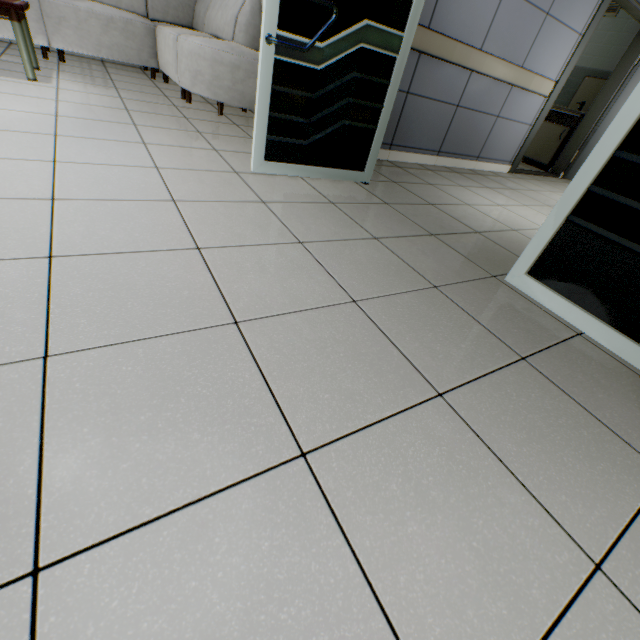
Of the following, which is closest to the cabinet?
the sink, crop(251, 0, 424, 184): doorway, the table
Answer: the sink

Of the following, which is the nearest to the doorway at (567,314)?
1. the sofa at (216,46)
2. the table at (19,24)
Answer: the sofa at (216,46)

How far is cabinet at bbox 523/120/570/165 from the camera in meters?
5.7 m

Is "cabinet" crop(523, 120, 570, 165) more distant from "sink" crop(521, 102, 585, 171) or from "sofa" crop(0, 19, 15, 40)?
"sofa" crop(0, 19, 15, 40)

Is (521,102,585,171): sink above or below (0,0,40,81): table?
above

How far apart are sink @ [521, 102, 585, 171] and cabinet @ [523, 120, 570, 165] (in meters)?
0.03

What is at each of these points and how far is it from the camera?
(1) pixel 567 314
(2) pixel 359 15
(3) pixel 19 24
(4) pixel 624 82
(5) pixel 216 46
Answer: (1) doorway, 1.59m
(2) doorway, 1.95m
(3) table, 2.70m
(4) door, 4.90m
(5) sofa, 3.17m

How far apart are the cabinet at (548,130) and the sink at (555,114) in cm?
3
